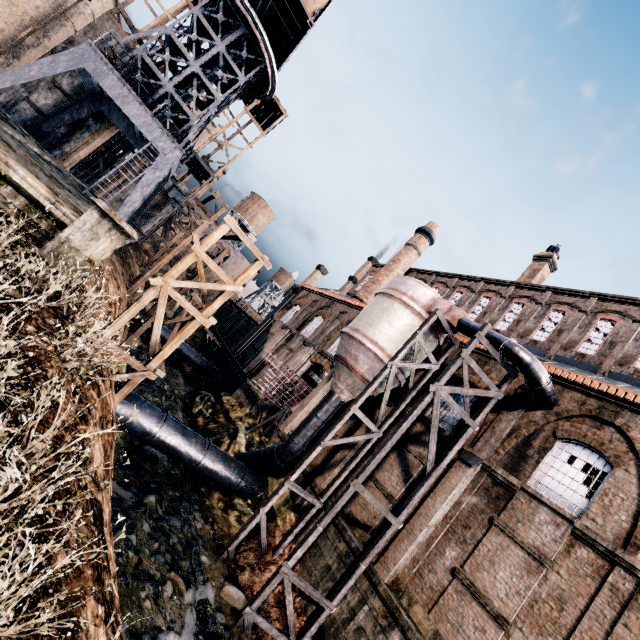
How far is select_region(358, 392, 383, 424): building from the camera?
19.7 meters

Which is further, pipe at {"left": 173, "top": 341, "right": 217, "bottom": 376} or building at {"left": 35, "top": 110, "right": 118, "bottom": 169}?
pipe at {"left": 173, "top": 341, "right": 217, "bottom": 376}

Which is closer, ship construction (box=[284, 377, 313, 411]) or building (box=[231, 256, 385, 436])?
building (box=[231, 256, 385, 436])

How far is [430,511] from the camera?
14.2m

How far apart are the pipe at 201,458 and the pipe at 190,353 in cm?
1843

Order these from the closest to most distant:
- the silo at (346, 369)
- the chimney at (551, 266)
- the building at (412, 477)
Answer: Answer:
1. the silo at (346, 369)
2. the building at (412, 477)
3. the chimney at (551, 266)

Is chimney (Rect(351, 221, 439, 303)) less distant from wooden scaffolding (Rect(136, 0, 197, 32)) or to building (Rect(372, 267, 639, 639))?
building (Rect(372, 267, 639, 639))
